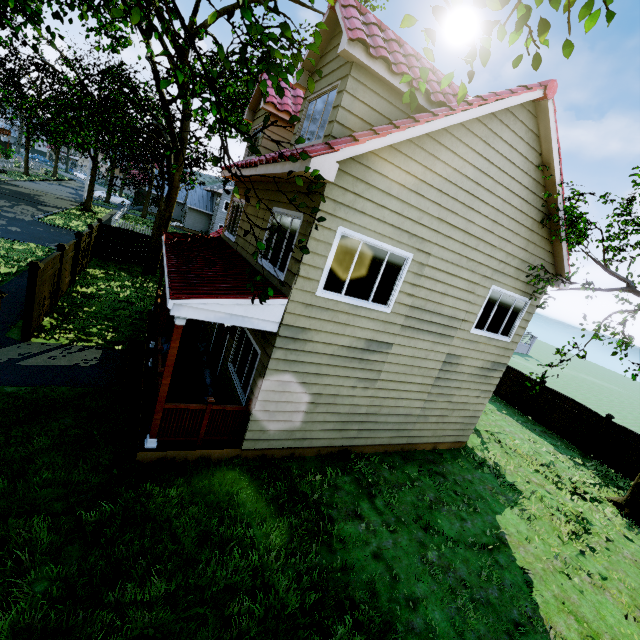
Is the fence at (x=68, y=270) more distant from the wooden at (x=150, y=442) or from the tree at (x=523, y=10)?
the wooden at (x=150, y=442)

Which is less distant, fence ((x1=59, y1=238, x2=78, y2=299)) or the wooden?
the wooden

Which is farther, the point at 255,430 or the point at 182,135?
the point at 182,135

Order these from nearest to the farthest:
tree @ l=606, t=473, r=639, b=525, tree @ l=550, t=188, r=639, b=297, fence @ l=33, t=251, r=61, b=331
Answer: tree @ l=550, t=188, r=639, b=297 → fence @ l=33, t=251, r=61, b=331 → tree @ l=606, t=473, r=639, b=525

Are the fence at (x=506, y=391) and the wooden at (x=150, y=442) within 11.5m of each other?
no

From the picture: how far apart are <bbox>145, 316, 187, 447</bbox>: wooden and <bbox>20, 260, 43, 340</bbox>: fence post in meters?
5.6

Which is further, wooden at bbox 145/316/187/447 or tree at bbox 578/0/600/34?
wooden at bbox 145/316/187/447

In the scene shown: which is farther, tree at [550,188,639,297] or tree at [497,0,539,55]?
tree at [550,188,639,297]
